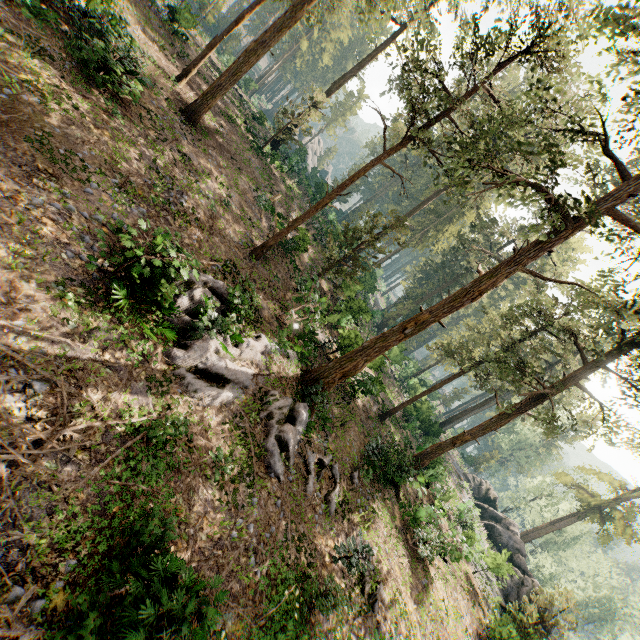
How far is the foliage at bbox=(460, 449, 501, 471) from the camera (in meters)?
56.51

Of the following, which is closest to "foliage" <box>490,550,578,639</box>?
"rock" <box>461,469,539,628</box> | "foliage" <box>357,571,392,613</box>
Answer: "rock" <box>461,469,539,628</box>

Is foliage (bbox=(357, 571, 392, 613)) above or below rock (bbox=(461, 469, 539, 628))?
below

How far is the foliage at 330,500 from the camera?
13.11m

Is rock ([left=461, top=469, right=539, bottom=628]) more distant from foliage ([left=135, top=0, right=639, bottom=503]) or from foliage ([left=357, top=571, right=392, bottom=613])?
foliage ([left=357, top=571, right=392, bottom=613])

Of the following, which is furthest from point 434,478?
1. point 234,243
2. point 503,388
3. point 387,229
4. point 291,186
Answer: point 291,186

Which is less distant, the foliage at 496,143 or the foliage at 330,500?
the foliage at 496,143
